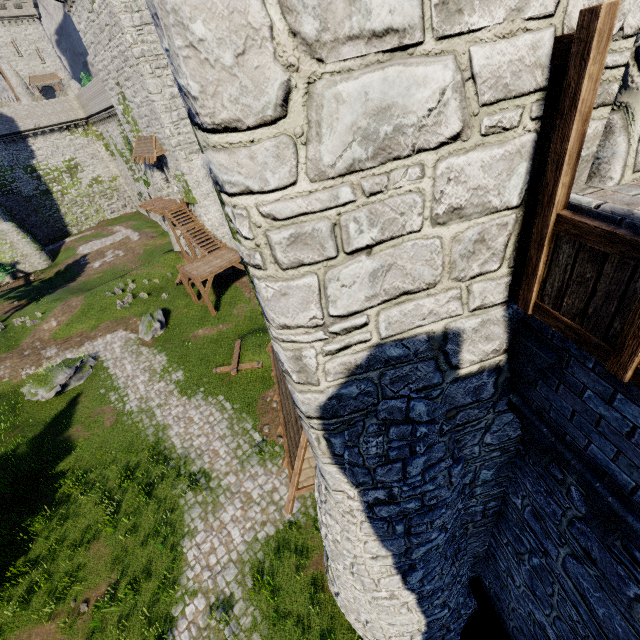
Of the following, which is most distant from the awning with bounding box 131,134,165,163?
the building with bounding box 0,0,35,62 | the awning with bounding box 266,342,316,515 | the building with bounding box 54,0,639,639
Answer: the building with bounding box 0,0,35,62

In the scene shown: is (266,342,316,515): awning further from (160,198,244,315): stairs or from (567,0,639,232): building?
(160,198,244,315): stairs

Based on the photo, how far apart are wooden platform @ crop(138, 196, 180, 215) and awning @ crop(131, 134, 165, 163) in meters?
3.1

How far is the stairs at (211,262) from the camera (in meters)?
22.12

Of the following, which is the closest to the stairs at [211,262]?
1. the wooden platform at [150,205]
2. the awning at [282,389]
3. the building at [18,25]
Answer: the wooden platform at [150,205]

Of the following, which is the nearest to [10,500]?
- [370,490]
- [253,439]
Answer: [253,439]

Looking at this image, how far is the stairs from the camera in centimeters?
2212cm

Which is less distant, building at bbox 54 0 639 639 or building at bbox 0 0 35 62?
building at bbox 54 0 639 639
